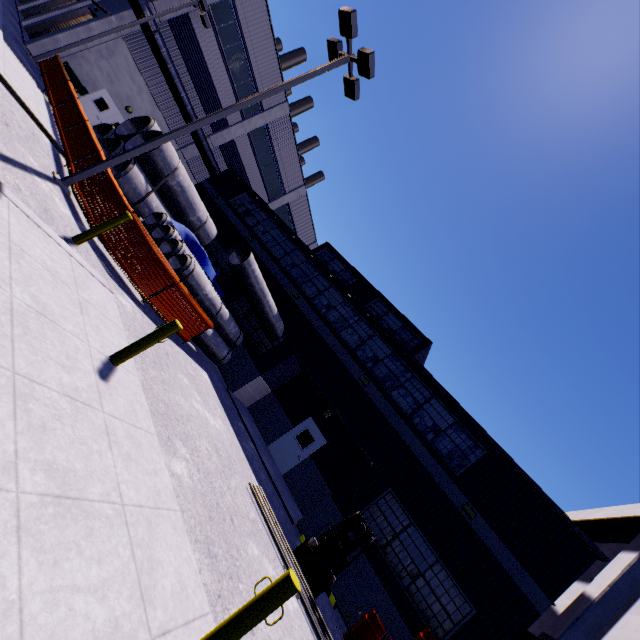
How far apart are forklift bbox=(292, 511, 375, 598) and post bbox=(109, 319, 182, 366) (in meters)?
6.79

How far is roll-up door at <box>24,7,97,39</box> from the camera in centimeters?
2169cm

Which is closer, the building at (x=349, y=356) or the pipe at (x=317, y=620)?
the pipe at (x=317, y=620)

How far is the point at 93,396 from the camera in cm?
418

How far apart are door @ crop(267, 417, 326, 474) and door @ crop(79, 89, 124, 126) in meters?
23.7 m

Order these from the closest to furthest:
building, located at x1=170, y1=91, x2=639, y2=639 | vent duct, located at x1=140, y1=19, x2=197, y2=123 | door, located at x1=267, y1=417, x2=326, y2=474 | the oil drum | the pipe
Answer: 1. the pipe
2. the oil drum
3. building, located at x1=170, y1=91, x2=639, y2=639
4. door, located at x1=267, y1=417, x2=326, y2=474
5. vent duct, located at x1=140, y1=19, x2=197, y2=123

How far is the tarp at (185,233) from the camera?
14.1 meters

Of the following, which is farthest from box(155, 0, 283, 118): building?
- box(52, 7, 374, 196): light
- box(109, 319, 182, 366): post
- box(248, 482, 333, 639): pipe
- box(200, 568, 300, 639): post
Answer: box(109, 319, 182, 366): post
